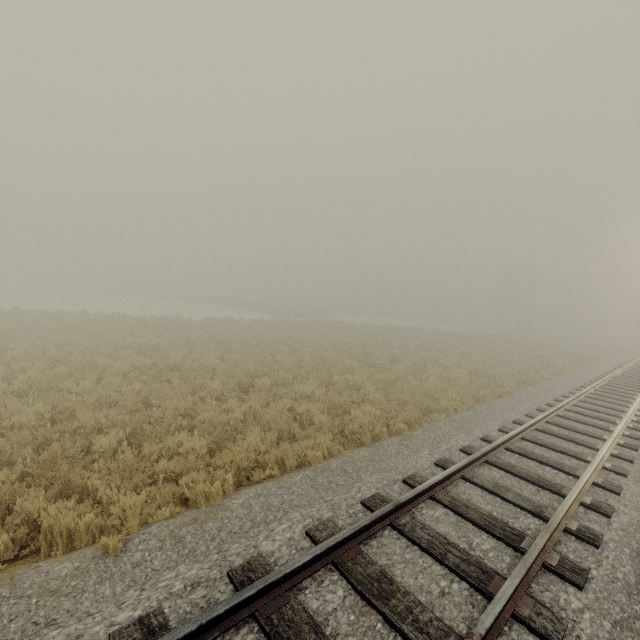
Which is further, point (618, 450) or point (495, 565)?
point (618, 450)
